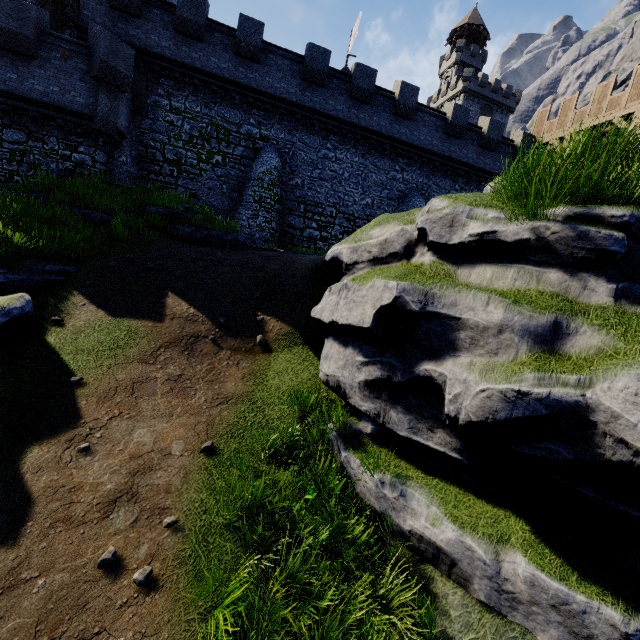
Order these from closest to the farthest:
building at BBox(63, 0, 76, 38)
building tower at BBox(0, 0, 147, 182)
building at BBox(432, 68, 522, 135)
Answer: building tower at BBox(0, 0, 147, 182) → building at BBox(63, 0, 76, 38) → building at BBox(432, 68, 522, 135)

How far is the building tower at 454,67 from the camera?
58.47m

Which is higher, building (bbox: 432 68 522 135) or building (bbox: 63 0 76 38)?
building (bbox: 432 68 522 135)

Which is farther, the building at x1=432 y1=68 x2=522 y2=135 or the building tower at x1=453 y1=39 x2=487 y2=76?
the building tower at x1=453 y1=39 x2=487 y2=76

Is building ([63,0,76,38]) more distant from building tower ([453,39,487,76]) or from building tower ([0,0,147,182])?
building tower ([453,39,487,76])

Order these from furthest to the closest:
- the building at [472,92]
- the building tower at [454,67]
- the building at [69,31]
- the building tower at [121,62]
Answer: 1. the building tower at [454,67]
2. the building at [472,92]
3. the building at [69,31]
4. the building tower at [121,62]

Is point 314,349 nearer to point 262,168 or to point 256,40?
point 262,168

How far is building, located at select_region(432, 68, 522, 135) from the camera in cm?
5153
